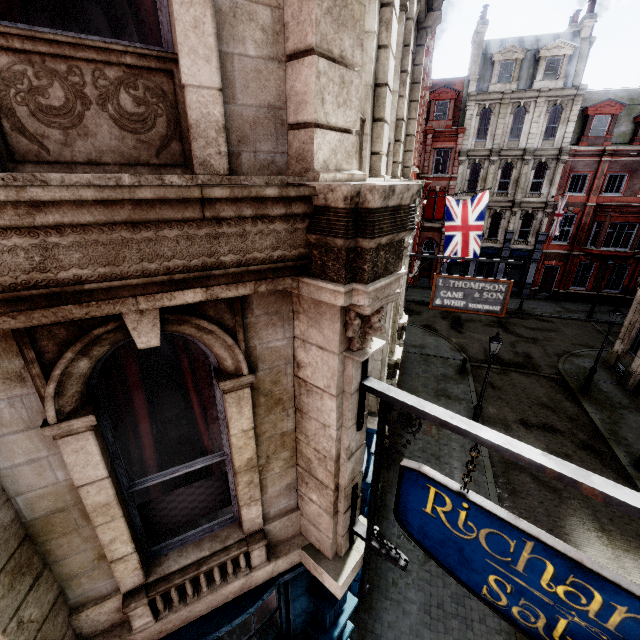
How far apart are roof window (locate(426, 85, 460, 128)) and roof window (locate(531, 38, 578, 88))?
5.3m

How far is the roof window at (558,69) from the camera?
23.92m

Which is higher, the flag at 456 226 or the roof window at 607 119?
the roof window at 607 119

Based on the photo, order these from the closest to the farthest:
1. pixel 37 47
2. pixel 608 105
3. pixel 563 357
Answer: pixel 37 47 < pixel 563 357 < pixel 608 105

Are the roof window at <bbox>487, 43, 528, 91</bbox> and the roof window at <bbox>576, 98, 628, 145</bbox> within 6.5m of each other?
yes

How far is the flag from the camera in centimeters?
1489cm

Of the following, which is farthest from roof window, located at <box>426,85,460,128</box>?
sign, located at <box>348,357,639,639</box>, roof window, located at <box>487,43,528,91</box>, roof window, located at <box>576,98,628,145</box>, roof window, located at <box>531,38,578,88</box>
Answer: sign, located at <box>348,357,639,639</box>

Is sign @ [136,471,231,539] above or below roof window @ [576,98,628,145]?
below
